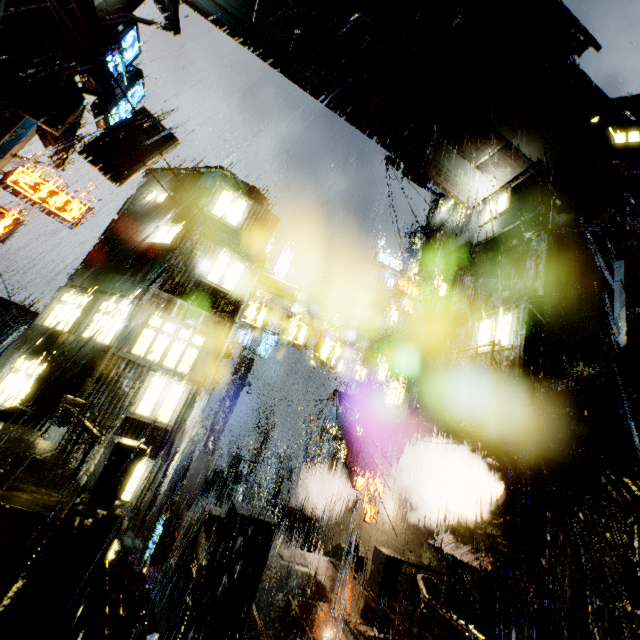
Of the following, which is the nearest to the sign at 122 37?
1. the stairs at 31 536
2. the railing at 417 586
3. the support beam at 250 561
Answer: the stairs at 31 536

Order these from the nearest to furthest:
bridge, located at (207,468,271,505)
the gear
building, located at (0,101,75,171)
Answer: the gear, building, located at (0,101,75,171), bridge, located at (207,468,271,505)

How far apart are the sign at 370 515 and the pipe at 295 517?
6.77m

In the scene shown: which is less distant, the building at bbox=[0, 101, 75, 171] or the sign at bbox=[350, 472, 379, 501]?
the building at bbox=[0, 101, 75, 171]

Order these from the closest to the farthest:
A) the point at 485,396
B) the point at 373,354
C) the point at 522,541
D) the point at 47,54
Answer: the point at 522,541 < the point at 47,54 < the point at 485,396 < the point at 373,354

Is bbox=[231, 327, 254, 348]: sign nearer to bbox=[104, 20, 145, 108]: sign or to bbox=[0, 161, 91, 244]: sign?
bbox=[0, 161, 91, 244]: sign

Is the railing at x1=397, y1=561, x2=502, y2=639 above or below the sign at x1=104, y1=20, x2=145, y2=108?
below

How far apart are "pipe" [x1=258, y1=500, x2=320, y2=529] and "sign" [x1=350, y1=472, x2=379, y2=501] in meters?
6.8 m
